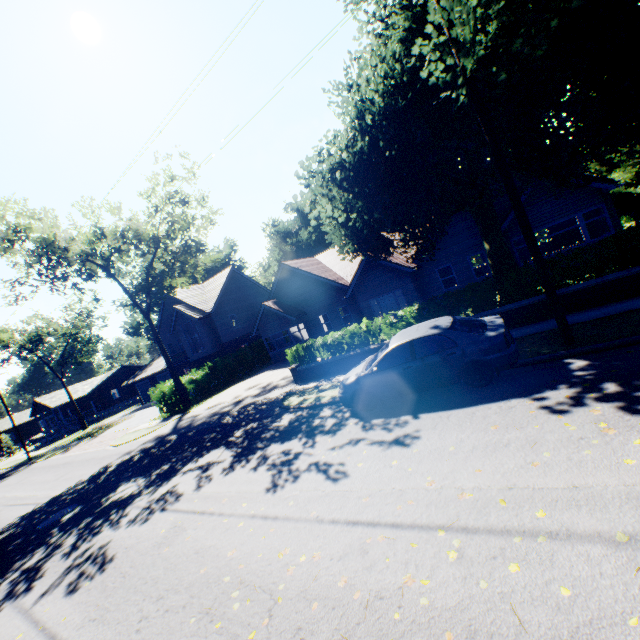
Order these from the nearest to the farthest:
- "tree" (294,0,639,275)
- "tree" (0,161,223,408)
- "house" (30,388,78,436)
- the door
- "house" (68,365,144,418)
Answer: "tree" (294,0,639,275) → "tree" (0,161,223,408) → the door → "house" (30,388,78,436) → "house" (68,365,144,418)

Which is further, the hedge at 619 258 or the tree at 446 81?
the hedge at 619 258

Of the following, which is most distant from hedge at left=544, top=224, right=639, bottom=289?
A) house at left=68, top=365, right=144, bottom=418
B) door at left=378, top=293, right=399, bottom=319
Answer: house at left=68, top=365, right=144, bottom=418

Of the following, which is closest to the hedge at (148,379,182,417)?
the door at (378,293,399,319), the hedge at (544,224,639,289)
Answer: the door at (378,293,399,319)

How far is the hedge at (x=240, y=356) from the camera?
25.4m

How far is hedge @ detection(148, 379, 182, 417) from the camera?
23.0 meters

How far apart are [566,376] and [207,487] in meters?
8.8
